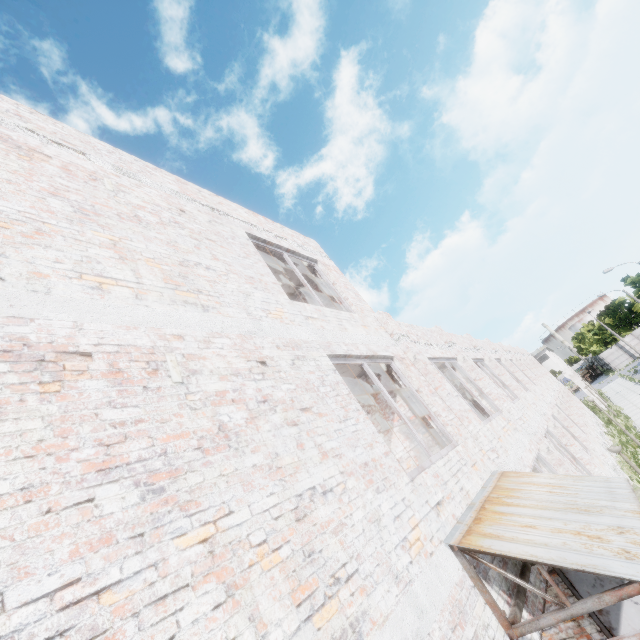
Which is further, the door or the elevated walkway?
the elevated walkway

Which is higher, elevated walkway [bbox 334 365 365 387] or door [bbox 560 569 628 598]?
elevated walkway [bbox 334 365 365 387]

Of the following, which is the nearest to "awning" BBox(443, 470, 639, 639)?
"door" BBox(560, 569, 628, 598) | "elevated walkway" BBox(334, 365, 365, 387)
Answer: "door" BBox(560, 569, 628, 598)

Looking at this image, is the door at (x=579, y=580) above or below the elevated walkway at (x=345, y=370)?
below

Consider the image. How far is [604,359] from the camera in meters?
57.0 m

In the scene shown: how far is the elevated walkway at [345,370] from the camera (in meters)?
7.08

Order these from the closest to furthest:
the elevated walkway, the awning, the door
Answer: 1. the awning
2. the door
3. the elevated walkway
